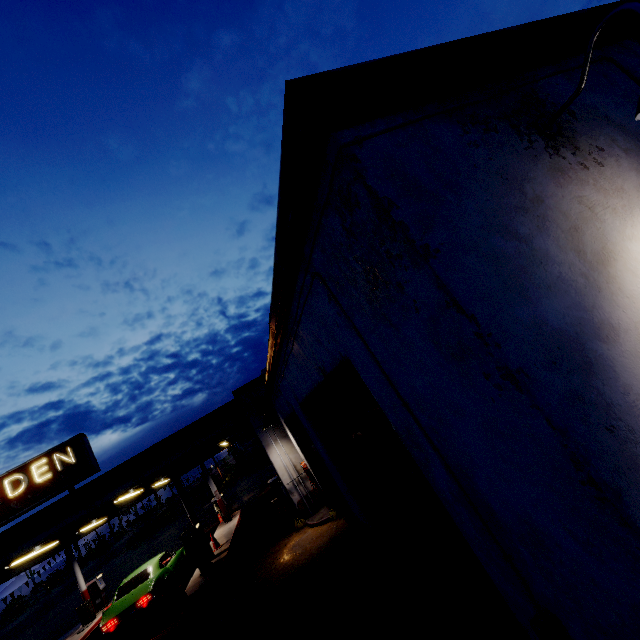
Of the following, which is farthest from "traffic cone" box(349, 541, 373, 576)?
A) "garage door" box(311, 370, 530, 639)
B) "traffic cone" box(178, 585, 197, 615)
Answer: "traffic cone" box(178, 585, 197, 615)

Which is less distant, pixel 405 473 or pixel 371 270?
pixel 371 270

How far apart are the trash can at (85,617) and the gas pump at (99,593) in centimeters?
92cm

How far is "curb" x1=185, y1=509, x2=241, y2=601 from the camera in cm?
1038

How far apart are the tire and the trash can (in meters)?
17.54

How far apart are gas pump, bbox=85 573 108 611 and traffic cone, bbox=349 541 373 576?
19.49m

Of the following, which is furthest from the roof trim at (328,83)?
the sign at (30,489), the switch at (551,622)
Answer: the switch at (551,622)

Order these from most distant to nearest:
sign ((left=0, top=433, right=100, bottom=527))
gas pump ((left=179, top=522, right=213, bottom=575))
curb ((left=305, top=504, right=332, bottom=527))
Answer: gas pump ((left=179, top=522, right=213, bottom=575)) → sign ((left=0, top=433, right=100, bottom=527)) → curb ((left=305, top=504, right=332, bottom=527))
